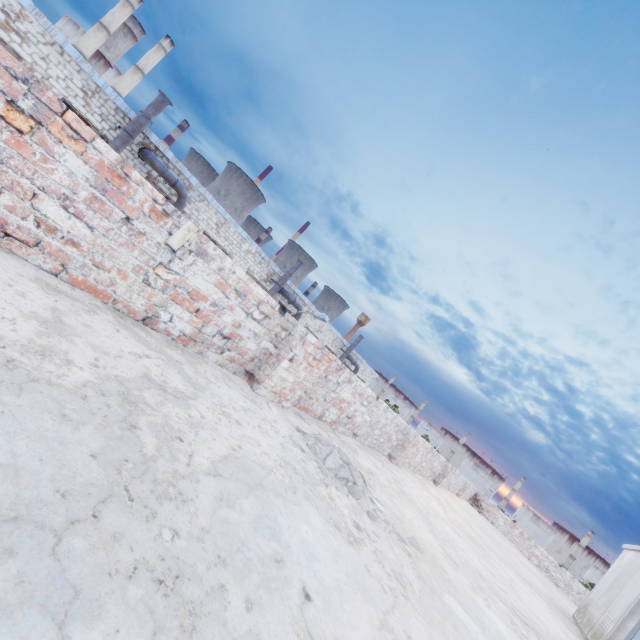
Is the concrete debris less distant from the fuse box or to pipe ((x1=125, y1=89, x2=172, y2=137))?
the fuse box

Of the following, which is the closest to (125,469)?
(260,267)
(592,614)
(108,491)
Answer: (108,491)

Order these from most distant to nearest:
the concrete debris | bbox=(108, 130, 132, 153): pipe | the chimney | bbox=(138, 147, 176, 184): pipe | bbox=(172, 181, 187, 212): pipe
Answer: the chimney, bbox=(172, 181, 187, 212): pipe, bbox=(138, 147, 176, 184): pipe, bbox=(108, 130, 132, 153): pipe, the concrete debris

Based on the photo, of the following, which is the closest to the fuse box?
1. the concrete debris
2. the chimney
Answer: the concrete debris

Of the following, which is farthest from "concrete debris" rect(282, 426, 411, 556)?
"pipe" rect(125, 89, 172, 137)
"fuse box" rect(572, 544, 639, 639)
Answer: "pipe" rect(125, 89, 172, 137)

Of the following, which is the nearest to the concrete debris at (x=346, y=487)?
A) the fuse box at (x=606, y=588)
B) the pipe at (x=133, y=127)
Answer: the fuse box at (x=606, y=588)

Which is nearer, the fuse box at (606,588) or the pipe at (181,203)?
the fuse box at (606,588)

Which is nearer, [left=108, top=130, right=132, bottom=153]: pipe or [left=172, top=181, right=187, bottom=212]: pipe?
[left=108, top=130, right=132, bottom=153]: pipe
